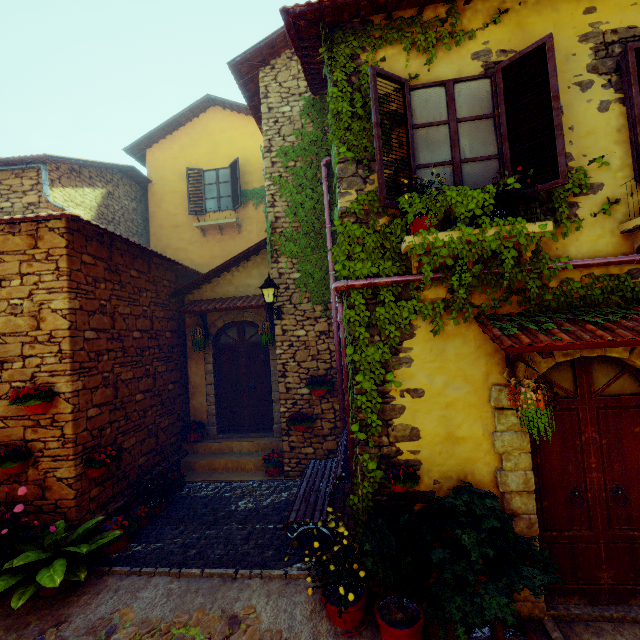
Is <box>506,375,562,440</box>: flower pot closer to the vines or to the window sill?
the vines

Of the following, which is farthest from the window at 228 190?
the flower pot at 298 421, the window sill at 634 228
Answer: the window sill at 634 228

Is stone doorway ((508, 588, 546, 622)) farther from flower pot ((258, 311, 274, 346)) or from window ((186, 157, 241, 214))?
window ((186, 157, 241, 214))

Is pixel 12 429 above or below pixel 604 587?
above

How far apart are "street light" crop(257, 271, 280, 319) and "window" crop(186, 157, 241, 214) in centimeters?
545cm

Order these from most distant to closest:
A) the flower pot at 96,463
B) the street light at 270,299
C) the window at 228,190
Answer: the window at 228,190
the street light at 270,299
the flower pot at 96,463

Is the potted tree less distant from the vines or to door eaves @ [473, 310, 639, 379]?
the vines

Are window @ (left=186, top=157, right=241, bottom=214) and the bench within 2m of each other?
no
